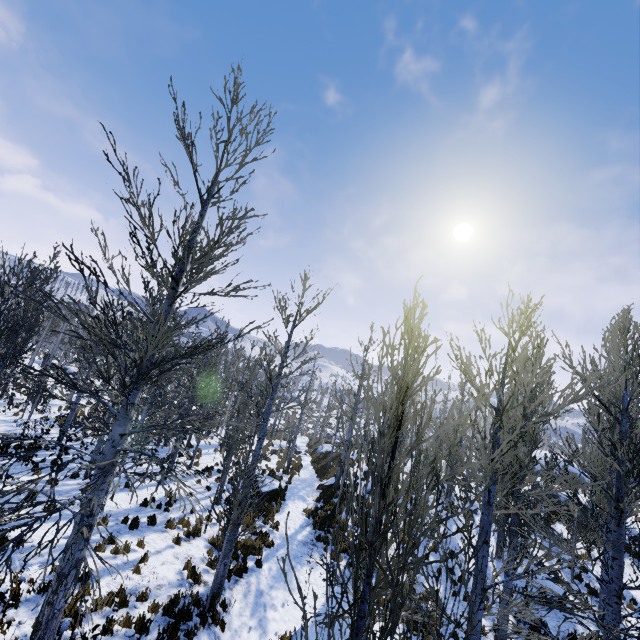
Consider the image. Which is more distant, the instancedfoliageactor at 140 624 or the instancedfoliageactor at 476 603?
the instancedfoliageactor at 140 624

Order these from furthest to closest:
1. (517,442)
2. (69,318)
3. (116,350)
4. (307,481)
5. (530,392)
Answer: (69,318) → (307,481) → (116,350) → (530,392) → (517,442)

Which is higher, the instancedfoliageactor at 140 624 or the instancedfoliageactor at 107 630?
the instancedfoliageactor at 107 630

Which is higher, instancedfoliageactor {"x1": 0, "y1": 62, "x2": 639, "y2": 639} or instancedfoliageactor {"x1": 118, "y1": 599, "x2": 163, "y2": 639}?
instancedfoliageactor {"x1": 0, "y1": 62, "x2": 639, "y2": 639}

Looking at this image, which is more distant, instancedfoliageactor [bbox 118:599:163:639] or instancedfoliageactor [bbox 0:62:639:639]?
instancedfoliageactor [bbox 118:599:163:639]
